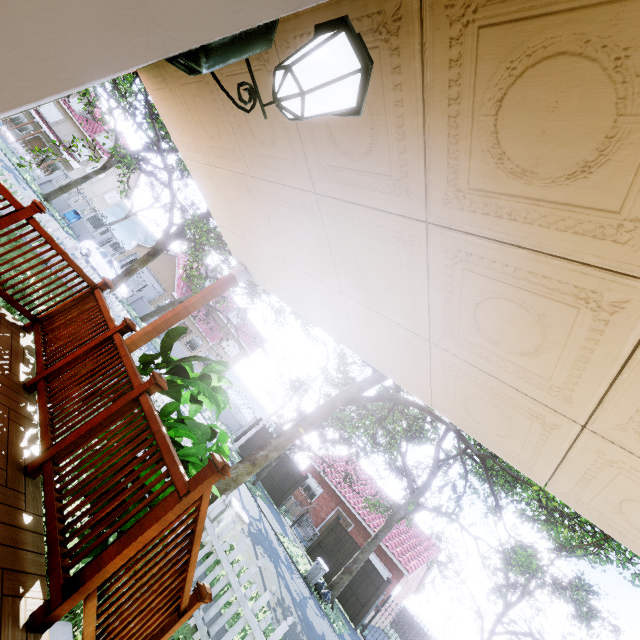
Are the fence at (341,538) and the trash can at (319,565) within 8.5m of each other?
yes

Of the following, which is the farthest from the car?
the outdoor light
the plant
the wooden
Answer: the outdoor light

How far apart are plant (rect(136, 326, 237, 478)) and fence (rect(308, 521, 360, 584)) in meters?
16.7

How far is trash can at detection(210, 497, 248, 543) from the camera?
6.70m

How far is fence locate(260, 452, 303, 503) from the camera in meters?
20.4

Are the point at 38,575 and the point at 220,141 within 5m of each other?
yes

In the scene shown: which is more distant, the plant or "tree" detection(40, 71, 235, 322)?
"tree" detection(40, 71, 235, 322)

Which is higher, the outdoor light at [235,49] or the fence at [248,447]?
the outdoor light at [235,49]
